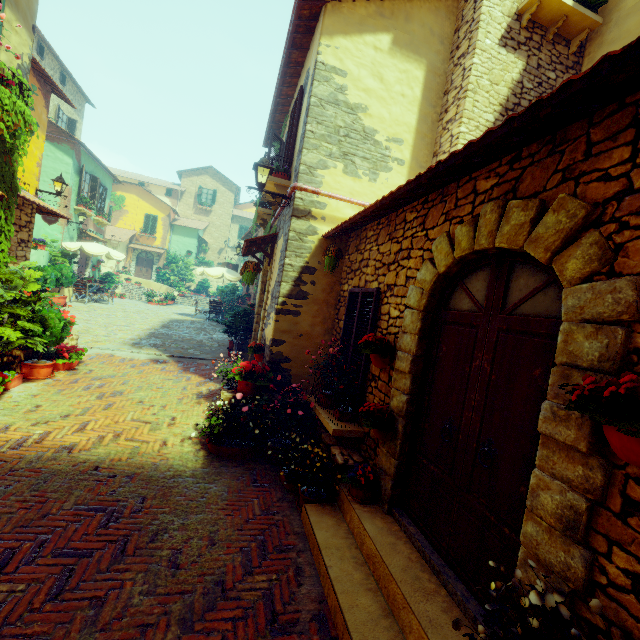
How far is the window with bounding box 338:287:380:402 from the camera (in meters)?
4.57

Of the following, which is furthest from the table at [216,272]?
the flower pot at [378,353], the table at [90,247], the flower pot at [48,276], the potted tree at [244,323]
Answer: the flower pot at [378,353]

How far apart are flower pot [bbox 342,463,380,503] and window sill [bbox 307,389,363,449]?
0.5 meters

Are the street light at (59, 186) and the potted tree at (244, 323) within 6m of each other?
no

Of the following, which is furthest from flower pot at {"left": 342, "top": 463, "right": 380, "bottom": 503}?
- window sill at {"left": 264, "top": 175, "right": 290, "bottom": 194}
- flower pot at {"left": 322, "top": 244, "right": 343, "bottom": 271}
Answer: window sill at {"left": 264, "top": 175, "right": 290, "bottom": 194}

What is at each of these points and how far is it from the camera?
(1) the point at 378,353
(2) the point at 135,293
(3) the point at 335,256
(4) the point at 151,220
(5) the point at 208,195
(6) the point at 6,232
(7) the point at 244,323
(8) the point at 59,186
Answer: (1) flower pot, 3.9 meters
(2) stair, 23.1 meters
(3) flower pot, 5.6 meters
(4) window, 29.7 meters
(5) window, 34.2 meters
(6) vines, 5.5 meters
(7) potted tree, 9.7 meters
(8) street light, 10.6 meters

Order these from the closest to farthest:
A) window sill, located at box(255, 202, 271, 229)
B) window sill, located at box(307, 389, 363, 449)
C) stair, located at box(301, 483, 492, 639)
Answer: stair, located at box(301, 483, 492, 639) → window sill, located at box(307, 389, 363, 449) → window sill, located at box(255, 202, 271, 229)

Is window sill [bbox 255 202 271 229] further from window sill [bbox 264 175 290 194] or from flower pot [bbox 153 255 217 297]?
flower pot [bbox 153 255 217 297]
